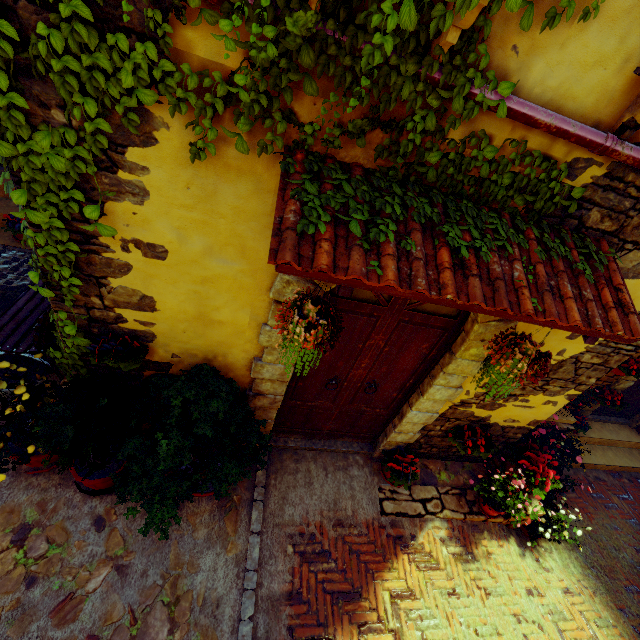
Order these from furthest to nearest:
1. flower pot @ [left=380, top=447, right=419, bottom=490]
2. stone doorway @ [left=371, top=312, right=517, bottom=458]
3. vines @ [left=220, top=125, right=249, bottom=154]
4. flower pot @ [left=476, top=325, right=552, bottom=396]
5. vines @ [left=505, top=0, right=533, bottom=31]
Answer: flower pot @ [left=380, top=447, right=419, bottom=490] < stone doorway @ [left=371, top=312, right=517, bottom=458] < flower pot @ [left=476, top=325, right=552, bottom=396] < vines @ [left=220, top=125, right=249, bottom=154] < vines @ [left=505, top=0, right=533, bottom=31]

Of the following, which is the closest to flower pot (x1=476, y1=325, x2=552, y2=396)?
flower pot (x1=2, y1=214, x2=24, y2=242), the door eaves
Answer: the door eaves

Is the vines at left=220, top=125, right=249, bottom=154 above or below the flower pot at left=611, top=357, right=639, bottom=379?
above

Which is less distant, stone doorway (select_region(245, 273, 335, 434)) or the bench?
stone doorway (select_region(245, 273, 335, 434))

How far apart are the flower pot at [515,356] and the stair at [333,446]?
2.3 meters

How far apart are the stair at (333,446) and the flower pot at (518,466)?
1.98m

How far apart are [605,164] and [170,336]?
3.4m

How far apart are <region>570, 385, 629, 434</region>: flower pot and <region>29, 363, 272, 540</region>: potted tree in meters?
6.1
